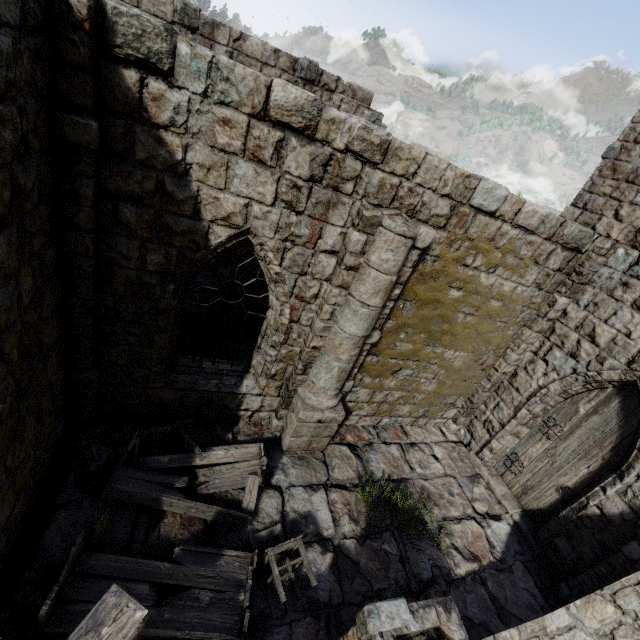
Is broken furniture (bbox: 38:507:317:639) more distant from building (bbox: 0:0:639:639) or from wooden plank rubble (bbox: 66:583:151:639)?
wooden plank rubble (bbox: 66:583:151:639)

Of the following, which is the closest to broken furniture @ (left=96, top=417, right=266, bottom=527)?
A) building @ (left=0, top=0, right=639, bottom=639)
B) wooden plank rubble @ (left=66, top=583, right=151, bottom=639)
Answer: building @ (left=0, top=0, right=639, bottom=639)

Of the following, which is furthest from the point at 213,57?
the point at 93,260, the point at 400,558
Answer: the point at 400,558

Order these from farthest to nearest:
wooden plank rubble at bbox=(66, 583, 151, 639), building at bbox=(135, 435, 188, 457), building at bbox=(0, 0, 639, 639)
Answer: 1. building at bbox=(135, 435, 188, 457)
2. building at bbox=(0, 0, 639, 639)
3. wooden plank rubble at bbox=(66, 583, 151, 639)

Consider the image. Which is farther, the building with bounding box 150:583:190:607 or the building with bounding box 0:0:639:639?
the building with bounding box 150:583:190:607

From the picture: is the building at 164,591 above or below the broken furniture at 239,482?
below

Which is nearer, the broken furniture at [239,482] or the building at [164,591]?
the building at [164,591]
